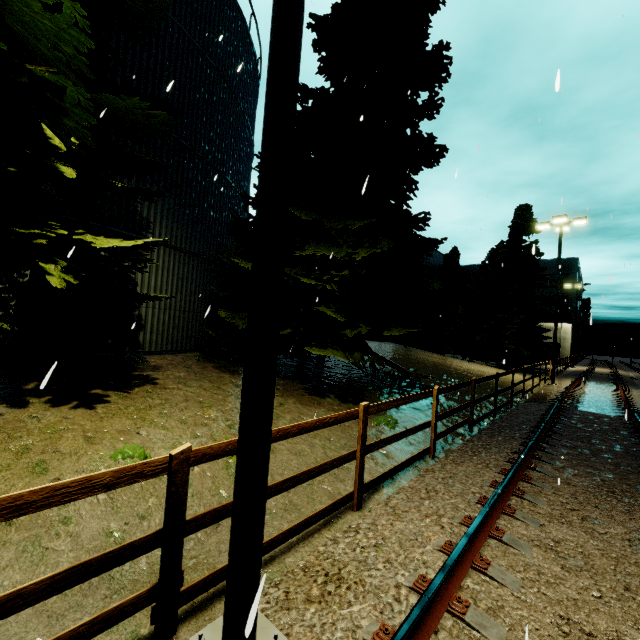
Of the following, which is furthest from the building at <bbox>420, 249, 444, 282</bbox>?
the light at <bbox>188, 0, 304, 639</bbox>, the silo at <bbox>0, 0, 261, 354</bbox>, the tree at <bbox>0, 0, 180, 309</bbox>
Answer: the light at <bbox>188, 0, 304, 639</bbox>

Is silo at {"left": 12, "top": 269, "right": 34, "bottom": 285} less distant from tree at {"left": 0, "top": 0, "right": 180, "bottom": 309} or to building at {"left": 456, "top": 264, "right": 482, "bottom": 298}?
tree at {"left": 0, "top": 0, "right": 180, "bottom": 309}

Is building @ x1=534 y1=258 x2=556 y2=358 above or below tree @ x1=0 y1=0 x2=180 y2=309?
above

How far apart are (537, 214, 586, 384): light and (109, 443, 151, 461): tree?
22.15m

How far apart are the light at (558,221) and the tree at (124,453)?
22.15m

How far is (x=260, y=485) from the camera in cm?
228

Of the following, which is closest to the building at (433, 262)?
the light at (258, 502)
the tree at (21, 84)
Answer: the tree at (21, 84)

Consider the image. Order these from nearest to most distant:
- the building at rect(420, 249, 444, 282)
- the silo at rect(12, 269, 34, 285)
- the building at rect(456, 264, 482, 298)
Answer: the silo at rect(12, 269, 34, 285)
the building at rect(420, 249, 444, 282)
the building at rect(456, 264, 482, 298)
